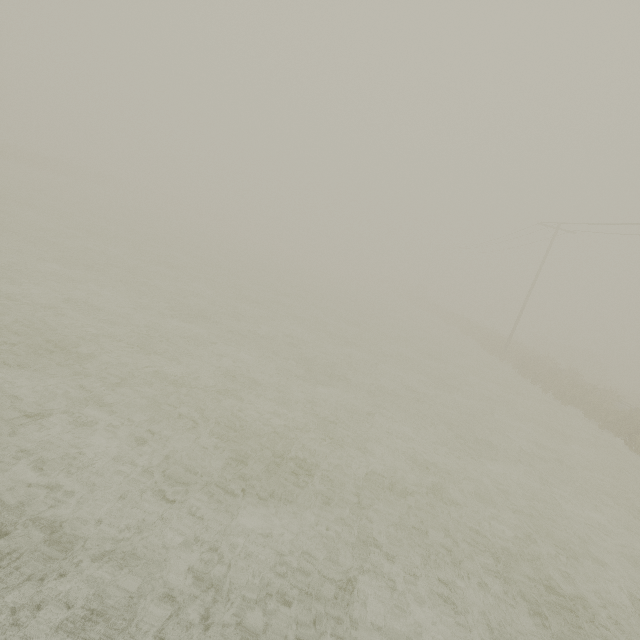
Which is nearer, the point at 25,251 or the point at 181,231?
the point at 25,251
